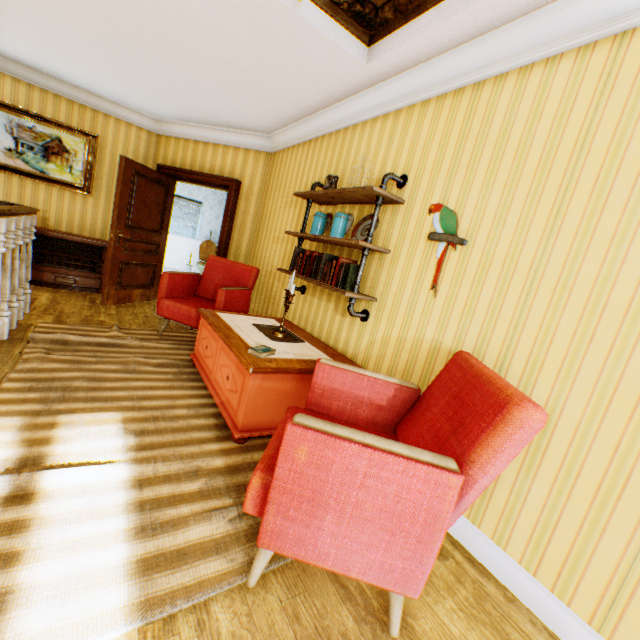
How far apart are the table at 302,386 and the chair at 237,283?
0.3m

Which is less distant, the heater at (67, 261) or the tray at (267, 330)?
the tray at (267, 330)

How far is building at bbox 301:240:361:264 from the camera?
3.2 meters

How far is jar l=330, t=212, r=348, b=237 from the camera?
3.0m

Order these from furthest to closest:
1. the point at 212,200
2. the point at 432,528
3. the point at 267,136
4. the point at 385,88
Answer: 1. the point at 212,200
2. the point at 267,136
3. the point at 385,88
4. the point at 432,528

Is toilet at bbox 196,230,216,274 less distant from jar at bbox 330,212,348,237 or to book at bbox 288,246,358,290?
book at bbox 288,246,358,290

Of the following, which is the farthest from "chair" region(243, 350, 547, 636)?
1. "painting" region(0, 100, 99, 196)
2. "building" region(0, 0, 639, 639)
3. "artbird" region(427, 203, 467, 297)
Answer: "painting" region(0, 100, 99, 196)

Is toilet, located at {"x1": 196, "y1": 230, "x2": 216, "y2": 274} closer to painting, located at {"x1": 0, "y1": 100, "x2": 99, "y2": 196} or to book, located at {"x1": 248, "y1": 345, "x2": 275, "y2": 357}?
painting, located at {"x1": 0, "y1": 100, "x2": 99, "y2": 196}
